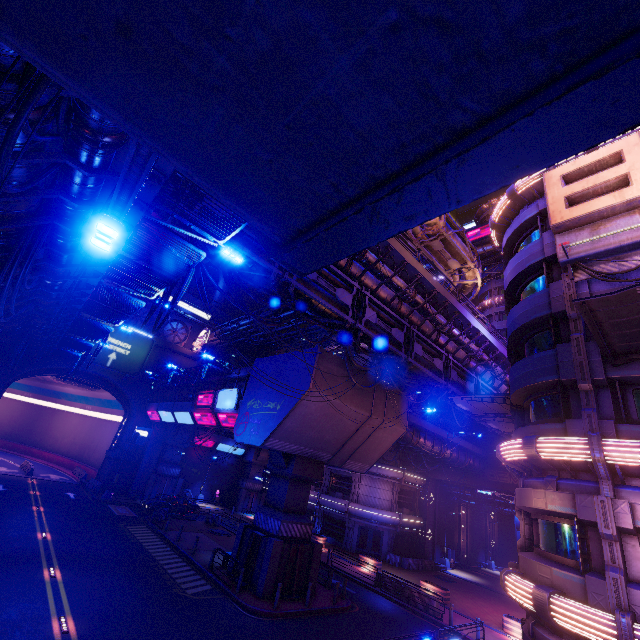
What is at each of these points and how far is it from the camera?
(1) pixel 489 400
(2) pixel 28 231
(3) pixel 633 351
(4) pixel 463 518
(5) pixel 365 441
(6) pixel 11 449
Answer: (1) awning, 19.5m
(2) cable, 8.6m
(3) awning, 11.2m
(4) tunnel, 44.3m
(5) walkway, 23.0m
(6) tunnel, 52.2m

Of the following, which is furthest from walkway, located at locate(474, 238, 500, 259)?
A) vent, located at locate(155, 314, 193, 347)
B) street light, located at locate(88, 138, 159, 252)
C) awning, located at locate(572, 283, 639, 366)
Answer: street light, located at locate(88, 138, 159, 252)

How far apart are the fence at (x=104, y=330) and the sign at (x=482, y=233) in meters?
49.8 m

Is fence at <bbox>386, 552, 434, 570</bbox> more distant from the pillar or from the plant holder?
the pillar

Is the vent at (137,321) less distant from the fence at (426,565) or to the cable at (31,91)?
the cable at (31,91)

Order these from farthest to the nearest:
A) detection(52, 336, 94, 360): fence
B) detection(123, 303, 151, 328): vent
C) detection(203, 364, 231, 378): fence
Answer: detection(123, 303, 151, 328): vent, detection(52, 336, 94, 360): fence, detection(203, 364, 231, 378): fence

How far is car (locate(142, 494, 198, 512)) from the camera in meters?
31.5

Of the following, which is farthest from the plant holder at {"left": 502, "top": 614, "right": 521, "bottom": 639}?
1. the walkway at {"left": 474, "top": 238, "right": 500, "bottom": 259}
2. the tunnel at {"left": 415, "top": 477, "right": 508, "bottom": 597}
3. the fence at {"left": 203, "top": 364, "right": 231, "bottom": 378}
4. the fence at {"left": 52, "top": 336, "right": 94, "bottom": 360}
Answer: the walkway at {"left": 474, "top": 238, "right": 500, "bottom": 259}
